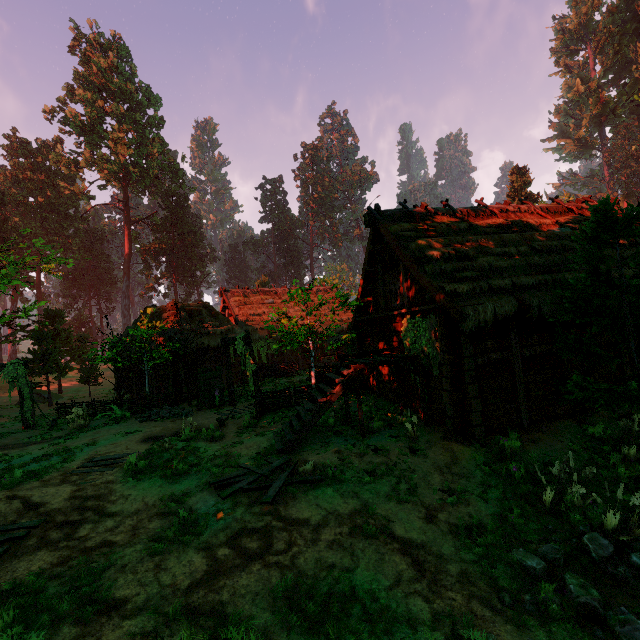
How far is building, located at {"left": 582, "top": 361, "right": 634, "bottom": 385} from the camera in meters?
9.9 m

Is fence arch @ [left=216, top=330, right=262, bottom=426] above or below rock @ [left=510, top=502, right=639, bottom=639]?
above

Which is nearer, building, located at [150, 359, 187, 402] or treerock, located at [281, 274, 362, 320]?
treerock, located at [281, 274, 362, 320]

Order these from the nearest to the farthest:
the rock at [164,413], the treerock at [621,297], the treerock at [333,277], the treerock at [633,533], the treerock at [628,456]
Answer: the treerock at [633,533], the treerock at [621,297], the treerock at [628,456], the treerock at [333,277], the rock at [164,413]

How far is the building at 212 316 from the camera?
20.6m

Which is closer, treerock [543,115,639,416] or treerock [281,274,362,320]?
treerock [543,115,639,416]

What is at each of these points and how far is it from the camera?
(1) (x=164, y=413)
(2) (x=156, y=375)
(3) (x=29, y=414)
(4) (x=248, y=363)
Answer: (1) rock, 15.6 meters
(2) building, 20.1 meters
(3) fence arch, 17.3 meters
(4) fence arch, 14.0 meters

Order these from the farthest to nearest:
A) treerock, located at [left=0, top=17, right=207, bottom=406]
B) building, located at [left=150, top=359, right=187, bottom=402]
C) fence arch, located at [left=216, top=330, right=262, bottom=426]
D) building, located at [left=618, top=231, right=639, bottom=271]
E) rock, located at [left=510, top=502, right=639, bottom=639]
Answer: treerock, located at [left=0, top=17, right=207, bottom=406] < building, located at [left=150, top=359, right=187, bottom=402] < fence arch, located at [left=216, top=330, right=262, bottom=426] < building, located at [left=618, top=231, right=639, bottom=271] < rock, located at [left=510, top=502, right=639, bottom=639]
